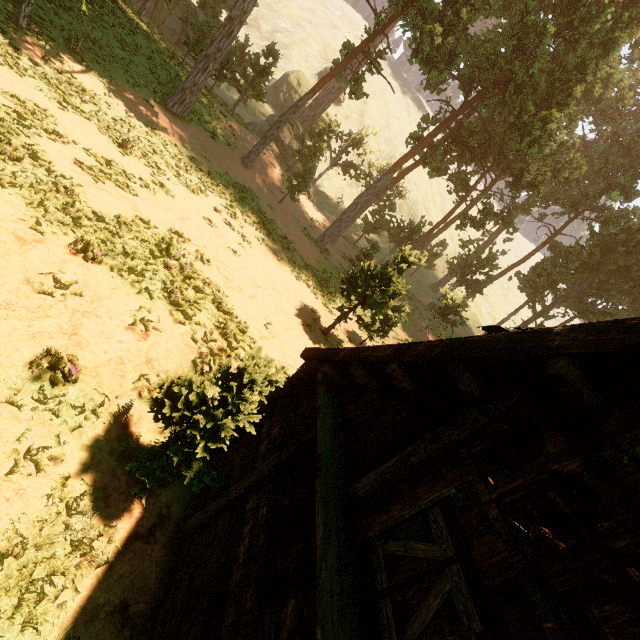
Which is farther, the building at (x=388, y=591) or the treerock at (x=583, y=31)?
the treerock at (x=583, y=31)

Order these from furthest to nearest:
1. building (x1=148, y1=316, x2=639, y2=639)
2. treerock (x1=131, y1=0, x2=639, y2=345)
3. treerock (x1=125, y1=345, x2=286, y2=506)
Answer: treerock (x1=131, y1=0, x2=639, y2=345) < treerock (x1=125, y1=345, x2=286, y2=506) < building (x1=148, y1=316, x2=639, y2=639)

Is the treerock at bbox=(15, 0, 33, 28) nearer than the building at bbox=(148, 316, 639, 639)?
No

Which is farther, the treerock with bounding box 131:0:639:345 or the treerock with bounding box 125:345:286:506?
the treerock with bounding box 131:0:639:345

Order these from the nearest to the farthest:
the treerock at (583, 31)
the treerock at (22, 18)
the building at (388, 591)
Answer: the building at (388, 591) → the treerock at (22, 18) → the treerock at (583, 31)

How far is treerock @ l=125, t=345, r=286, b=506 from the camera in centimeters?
491cm

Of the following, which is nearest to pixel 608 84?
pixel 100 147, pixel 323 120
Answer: pixel 323 120
